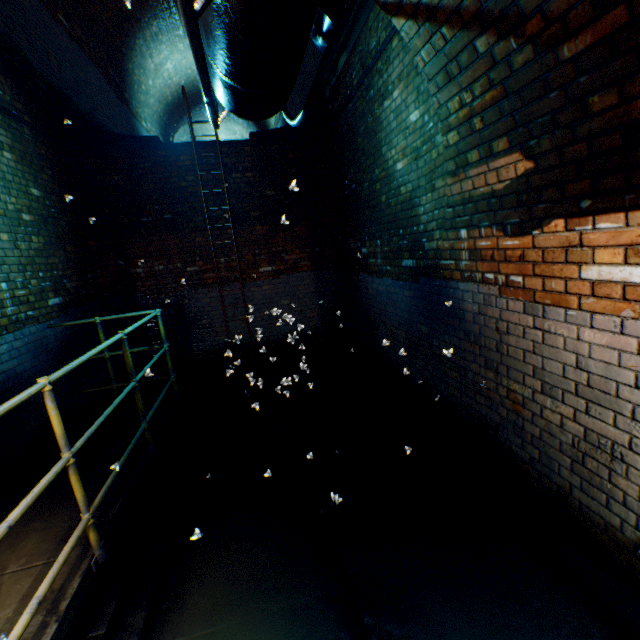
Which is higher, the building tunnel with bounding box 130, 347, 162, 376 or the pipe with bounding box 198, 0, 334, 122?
the pipe with bounding box 198, 0, 334, 122

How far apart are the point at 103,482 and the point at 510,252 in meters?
3.9

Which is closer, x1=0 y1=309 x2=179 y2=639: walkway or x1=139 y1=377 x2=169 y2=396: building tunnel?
x1=0 y1=309 x2=179 y2=639: walkway

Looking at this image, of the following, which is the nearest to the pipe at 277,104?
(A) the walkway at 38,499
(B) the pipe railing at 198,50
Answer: (B) the pipe railing at 198,50

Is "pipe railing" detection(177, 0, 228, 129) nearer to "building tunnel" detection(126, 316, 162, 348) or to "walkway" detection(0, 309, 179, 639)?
"building tunnel" detection(126, 316, 162, 348)

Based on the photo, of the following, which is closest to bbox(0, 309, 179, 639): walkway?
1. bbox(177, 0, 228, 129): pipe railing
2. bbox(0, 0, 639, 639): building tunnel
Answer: bbox(0, 0, 639, 639): building tunnel
